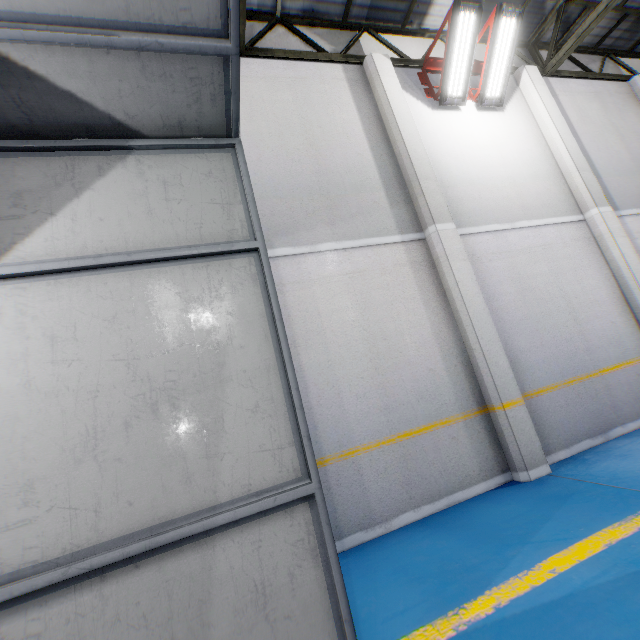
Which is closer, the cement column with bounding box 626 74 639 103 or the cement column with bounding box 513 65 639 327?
the cement column with bounding box 513 65 639 327

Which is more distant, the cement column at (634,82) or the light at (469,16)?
the cement column at (634,82)

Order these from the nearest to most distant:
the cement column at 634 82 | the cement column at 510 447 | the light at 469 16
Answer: the cement column at 510 447, the light at 469 16, the cement column at 634 82

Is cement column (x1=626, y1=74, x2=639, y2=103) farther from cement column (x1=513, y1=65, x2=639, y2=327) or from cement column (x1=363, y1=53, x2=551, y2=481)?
cement column (x1=363, y1=53, x2=551, y2=481)

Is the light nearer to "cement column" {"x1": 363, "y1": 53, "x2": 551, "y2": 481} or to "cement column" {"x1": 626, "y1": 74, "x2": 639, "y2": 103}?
"cement column" {"x1": 363, "y1": 53, "x2": 551, "y2": 481}

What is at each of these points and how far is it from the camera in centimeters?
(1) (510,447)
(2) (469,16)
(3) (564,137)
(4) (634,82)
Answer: (1) cement column, 465cm
(2) light, 600cm
(3) cement column, 704cm
(4) cement column, 872cm

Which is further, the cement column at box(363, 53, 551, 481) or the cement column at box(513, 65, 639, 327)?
the cement column at box(513, 65, 639, 327)

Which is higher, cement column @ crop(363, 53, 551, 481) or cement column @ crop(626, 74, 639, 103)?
cement column @ crop(626, 74, 639, 103)
